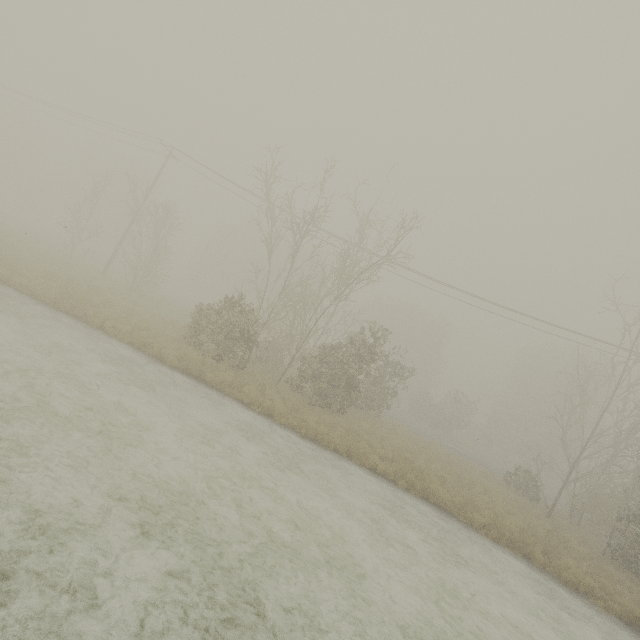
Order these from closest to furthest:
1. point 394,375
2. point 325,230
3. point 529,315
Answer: point 529,315 → point 394,375 → point 325,230
